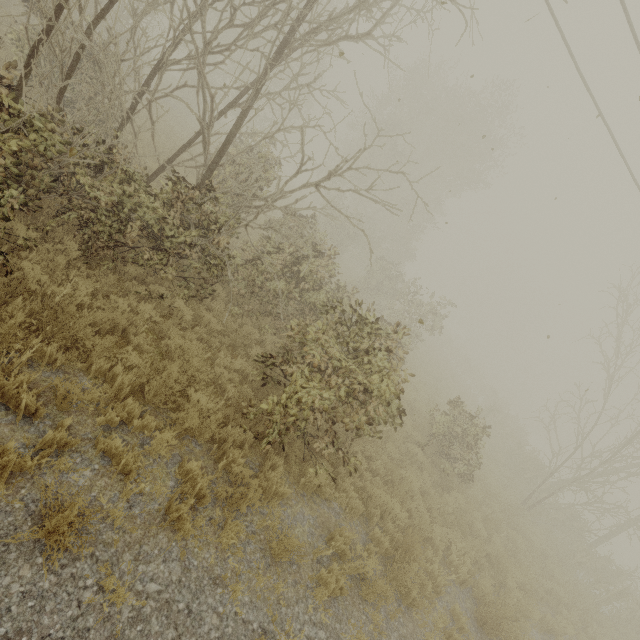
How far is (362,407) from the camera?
6.9 meters
